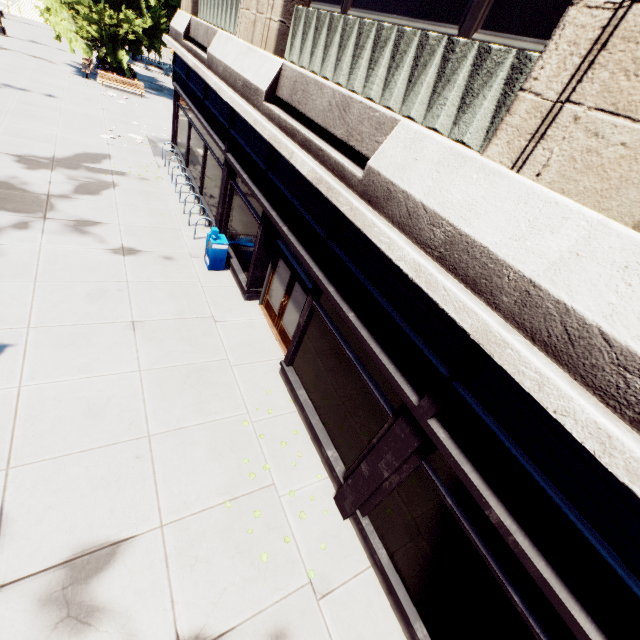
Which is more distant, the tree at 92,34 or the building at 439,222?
the tree at 92,34

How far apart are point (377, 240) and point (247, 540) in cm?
533

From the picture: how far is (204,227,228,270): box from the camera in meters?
10.3 m

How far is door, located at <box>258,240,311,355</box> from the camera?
8.2 meters

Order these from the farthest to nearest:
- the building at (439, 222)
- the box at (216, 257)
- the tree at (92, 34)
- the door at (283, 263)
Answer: the tree at (92, 34) < the box at (216, 257) < the door at (283, 263) < the building at (439, 222)

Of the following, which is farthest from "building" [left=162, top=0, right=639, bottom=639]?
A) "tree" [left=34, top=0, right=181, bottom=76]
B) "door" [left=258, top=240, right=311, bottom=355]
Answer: "tree" [left=34, top=0, right=181, bottom=76]

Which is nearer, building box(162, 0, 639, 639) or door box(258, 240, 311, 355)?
building box(162, 0, 639, 639)

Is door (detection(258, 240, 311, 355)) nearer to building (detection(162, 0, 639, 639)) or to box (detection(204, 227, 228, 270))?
building (detection(162, 0, 639, 639))
